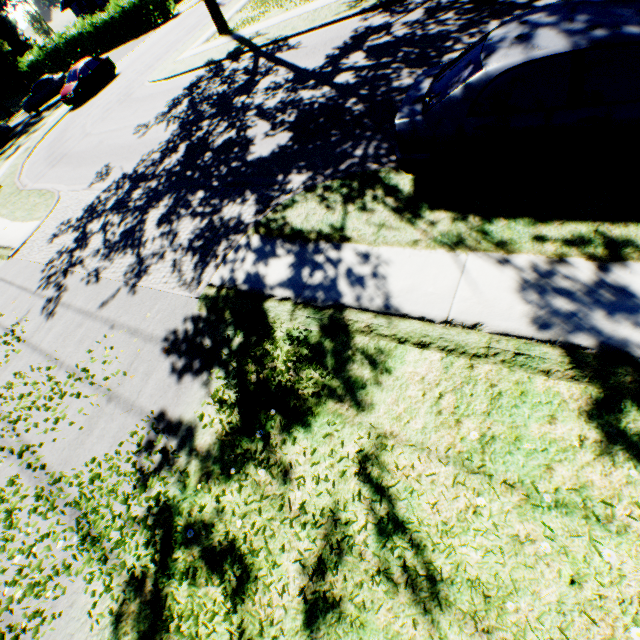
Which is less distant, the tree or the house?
the tree

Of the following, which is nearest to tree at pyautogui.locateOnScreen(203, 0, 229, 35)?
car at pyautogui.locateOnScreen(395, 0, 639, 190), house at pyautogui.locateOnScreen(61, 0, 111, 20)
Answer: car at pyautogui.locateOnScreen(395, 0, 639, 190)

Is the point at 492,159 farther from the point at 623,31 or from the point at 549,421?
the point at 549,421

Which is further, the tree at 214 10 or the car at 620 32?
the tree at 214 10

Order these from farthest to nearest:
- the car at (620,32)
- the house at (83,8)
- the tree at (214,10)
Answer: the house at (83,8)
the tree at (214,10)
the car at (620,32)

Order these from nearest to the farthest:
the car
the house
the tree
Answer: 1. the car
2. the tree
3. the house

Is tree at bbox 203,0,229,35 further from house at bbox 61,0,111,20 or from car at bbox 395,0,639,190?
house at bbox 61,0,111,20
